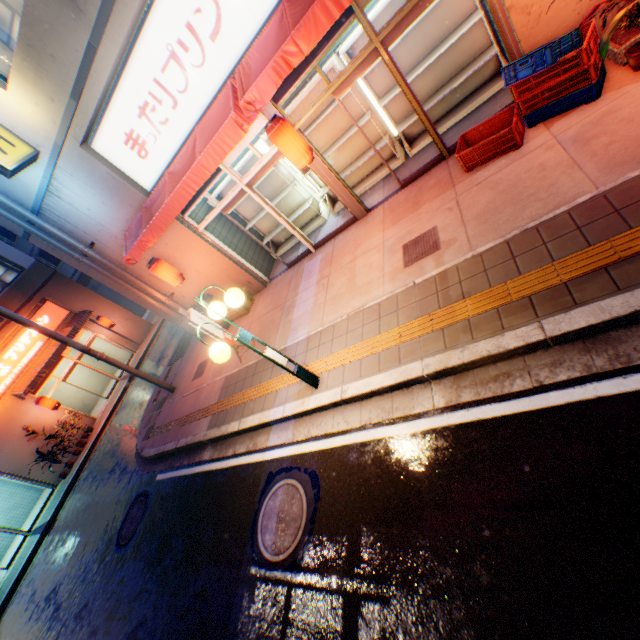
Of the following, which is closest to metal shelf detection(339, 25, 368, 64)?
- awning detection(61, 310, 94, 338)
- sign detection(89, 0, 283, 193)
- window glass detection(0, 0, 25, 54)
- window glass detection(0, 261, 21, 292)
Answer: sign detection(89, 0, 283, 193)

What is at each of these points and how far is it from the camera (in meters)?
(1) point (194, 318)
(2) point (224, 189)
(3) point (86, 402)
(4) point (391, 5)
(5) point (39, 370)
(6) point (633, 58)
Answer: (1) sign, 7.28
(2) metal shelf, 9.53
(3) building, 19.45
(4) metal shelf, 6.13
(5) awning, 15.47
(6) flower pot, 4.16

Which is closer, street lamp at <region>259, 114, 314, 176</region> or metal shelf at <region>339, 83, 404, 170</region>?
street lamp at <region>259, 114, 314, 176</region>

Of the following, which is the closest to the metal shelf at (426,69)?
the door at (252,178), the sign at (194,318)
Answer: the door at (252,178)

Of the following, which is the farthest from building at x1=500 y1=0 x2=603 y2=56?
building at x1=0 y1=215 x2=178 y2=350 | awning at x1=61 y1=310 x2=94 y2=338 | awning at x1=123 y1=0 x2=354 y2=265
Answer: building at x1=0 y1=215 x2=178 y2=350

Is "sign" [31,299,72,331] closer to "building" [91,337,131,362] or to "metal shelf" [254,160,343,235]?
"building" [91,337,131,362]

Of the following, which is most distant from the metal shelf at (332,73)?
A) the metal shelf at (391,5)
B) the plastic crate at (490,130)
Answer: the plastic crate at (490,130)

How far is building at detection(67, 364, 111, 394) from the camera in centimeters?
1952cm
